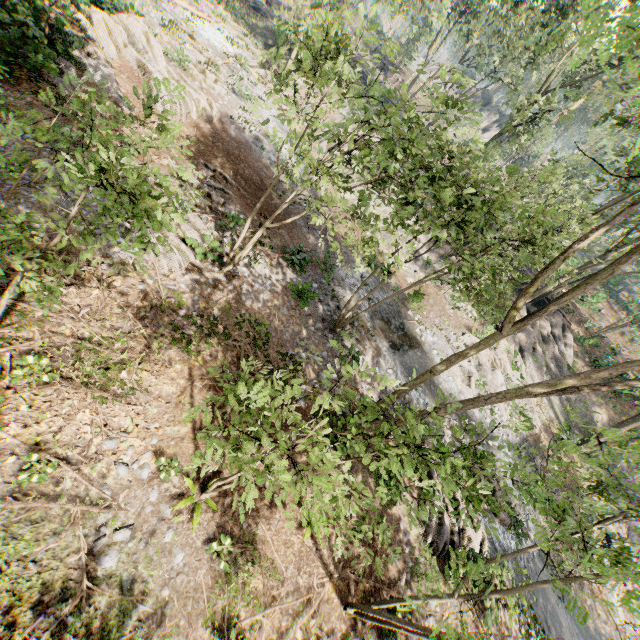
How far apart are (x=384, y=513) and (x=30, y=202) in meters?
14.8

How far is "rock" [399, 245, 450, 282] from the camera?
24.0m

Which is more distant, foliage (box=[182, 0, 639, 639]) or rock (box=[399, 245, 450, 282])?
rock (box=[399, 245, 450, 282])

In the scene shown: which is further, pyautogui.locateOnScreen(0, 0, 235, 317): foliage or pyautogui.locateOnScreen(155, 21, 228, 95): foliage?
pyautogui.locateOnScreen(155, 21, 228, 95): foliage

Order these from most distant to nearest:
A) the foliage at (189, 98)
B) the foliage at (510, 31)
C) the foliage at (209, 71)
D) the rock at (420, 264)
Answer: the rock at (420, 264) → the foliage at (209, 71) → the foliage at (510, 31) → the foliage at (189, 98)

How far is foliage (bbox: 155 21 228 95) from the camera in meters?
18.6 m

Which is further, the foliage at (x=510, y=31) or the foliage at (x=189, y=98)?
the foliage at (x=510, y=31)
